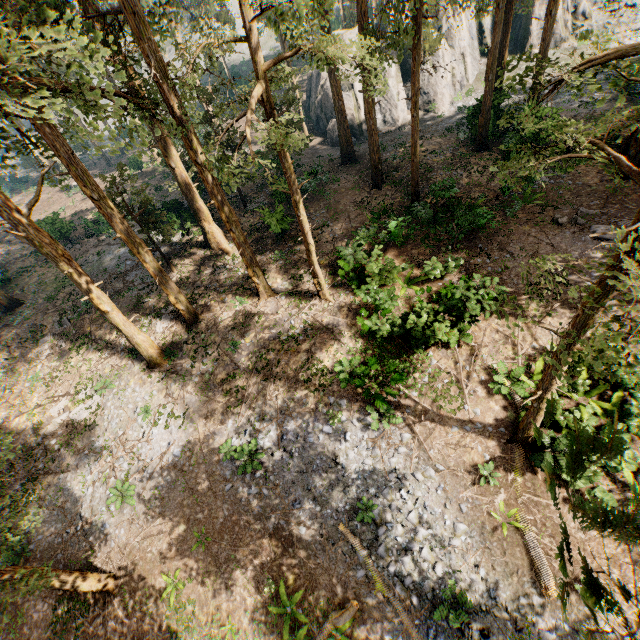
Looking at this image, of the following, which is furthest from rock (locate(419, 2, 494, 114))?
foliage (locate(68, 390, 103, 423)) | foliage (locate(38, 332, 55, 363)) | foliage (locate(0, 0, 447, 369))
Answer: Result: foliage (locate(68, 390, 103, 423))

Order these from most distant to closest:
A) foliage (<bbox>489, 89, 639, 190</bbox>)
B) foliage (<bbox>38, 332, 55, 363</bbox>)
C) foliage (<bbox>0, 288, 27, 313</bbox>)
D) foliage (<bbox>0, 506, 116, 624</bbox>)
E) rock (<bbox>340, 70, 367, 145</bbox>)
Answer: rock (<bbox>340, 70, 367, 145</bbox>), foliage (<bbox>0, 288, 27, 313</bbox>), foliage (<bbox>38, 332, 55, 363</bbox>), foliage (<bbox>0, 506, 116, 624</bbox>), foliage (<bbox>489, 89, 639, 190</bbox>)

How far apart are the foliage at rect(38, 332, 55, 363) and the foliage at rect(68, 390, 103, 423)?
5.3 meters

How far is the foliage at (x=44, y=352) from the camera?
21.3m

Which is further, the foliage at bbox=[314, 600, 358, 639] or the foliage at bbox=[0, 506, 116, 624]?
the foliage at bbox=[314, 600, 358, 639]

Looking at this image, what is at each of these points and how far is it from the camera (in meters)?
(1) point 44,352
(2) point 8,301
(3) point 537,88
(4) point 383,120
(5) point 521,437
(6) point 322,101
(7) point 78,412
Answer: (1) foliage, 21.50
(2) foliage, 25.28
(3) foliage, 5.32
(4) rock, 34.06
(5) foliage, 11.64
(6) rock, 35.97
(7) foliage, 18.28

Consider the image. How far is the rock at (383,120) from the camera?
33.1m

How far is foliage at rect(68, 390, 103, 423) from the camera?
18.1m
